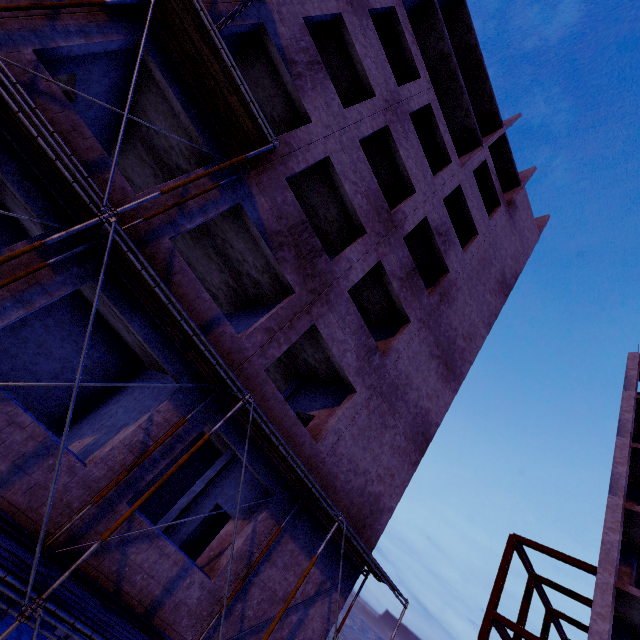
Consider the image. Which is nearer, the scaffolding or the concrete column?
the scaffolding

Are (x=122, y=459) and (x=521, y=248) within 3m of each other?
no

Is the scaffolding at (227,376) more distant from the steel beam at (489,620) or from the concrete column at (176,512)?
the steel beam at (489,620)

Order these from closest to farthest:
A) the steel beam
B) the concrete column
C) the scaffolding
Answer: the scaffolding < the concrete column < the steel beam

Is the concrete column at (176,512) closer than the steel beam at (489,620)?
Yes

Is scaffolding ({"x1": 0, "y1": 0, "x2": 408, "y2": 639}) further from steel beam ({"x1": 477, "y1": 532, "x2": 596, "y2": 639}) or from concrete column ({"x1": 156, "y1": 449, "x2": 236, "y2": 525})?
steel beam ({"x1": 477, "y1": 532, "x2": 596, "y2": 639})
